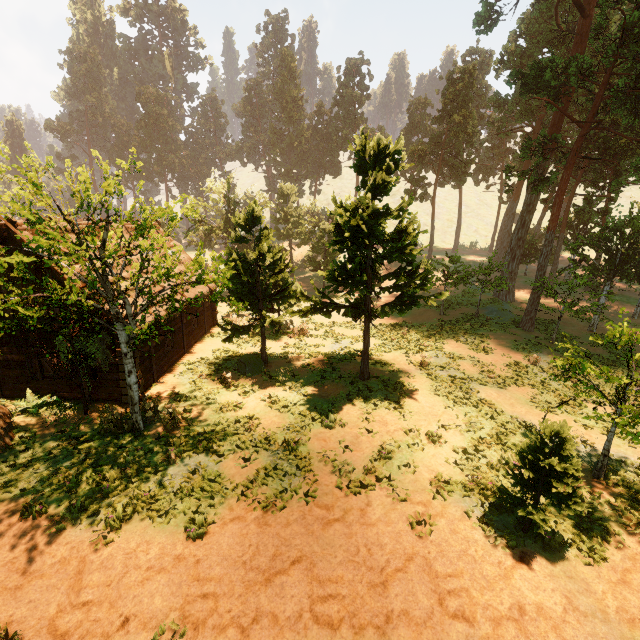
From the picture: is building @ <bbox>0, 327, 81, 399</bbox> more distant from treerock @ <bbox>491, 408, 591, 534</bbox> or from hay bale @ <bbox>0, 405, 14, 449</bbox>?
hay bale @ <bbox>0, 405, 14, 449</bbox>

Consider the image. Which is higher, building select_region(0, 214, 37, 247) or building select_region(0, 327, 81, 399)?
building select_region(0, 214, 37, 247)

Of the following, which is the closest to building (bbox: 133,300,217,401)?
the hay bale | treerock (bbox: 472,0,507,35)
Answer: treerock (bbox: 472,0,507,35)

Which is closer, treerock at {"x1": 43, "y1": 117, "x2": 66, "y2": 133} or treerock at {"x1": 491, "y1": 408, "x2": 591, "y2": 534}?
treerock at {"x1": 491, "y1": 408, "x2": 591, "y2": 534}

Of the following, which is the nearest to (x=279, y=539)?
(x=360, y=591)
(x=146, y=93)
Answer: (x=360, y=591)

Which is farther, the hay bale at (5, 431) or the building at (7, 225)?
the building at (7, 225)

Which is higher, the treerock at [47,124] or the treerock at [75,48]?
the treerock at [75,48]
